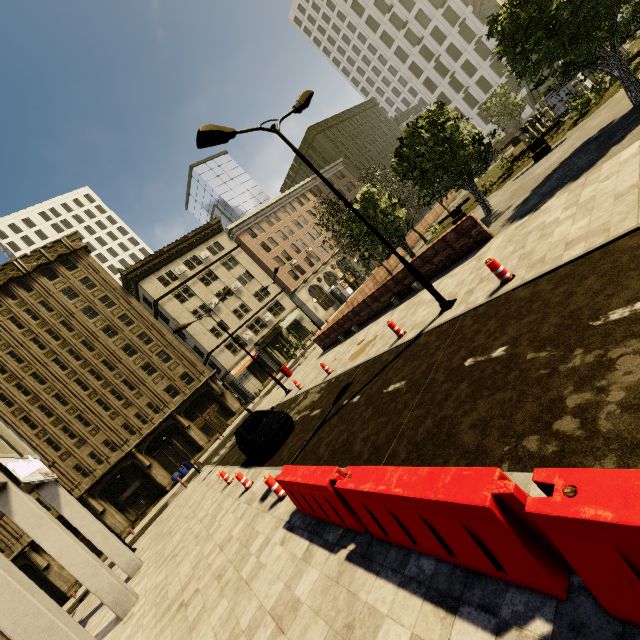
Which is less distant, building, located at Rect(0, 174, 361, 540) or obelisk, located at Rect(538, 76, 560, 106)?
obelisk, located at Rect(538, 76, 560, 106)

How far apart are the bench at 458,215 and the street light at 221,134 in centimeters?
1306cm

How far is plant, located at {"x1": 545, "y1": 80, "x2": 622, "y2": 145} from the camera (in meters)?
15.10

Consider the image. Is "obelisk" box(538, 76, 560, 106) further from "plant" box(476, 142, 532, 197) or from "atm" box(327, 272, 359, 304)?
"atm" box(327, 272, 359, 304)

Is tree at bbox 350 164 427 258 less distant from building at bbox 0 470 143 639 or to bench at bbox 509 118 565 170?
bench at bbox 509 118 565 170

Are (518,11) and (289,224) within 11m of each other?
no

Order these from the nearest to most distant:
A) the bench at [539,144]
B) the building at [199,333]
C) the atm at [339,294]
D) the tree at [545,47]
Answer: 1. the tree at [545,47]
2. the bench at [539,144]
3. the building at [199,333]
4. the atm at [339,294]

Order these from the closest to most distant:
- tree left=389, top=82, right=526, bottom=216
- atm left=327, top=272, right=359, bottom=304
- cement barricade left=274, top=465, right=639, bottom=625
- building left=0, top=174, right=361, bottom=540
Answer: cement barricade left=274, top=465, right=639, bottom=625, tree left=389, top=82, right=526, bottom=216, building left=0, top=174, right=361, bottom=540, atm left=327, top=272, right=359, bottom=304
